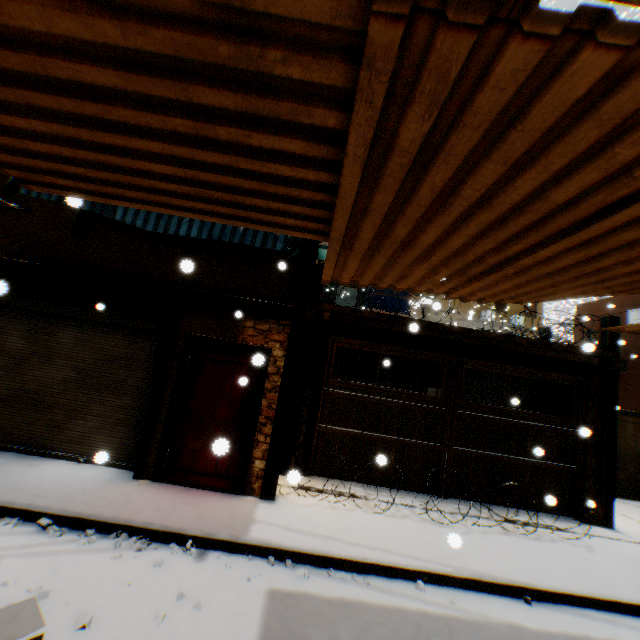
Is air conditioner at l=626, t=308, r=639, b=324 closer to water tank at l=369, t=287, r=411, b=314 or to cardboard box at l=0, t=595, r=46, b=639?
cardboard box at l=0, t=595, r=46, b=639

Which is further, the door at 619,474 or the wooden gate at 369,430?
the door at 619,474

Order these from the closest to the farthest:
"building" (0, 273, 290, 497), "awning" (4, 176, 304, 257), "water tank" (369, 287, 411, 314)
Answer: "awning" (4, 176, 304, 257) < "building" (0, 273, 290, 497) < "water tank" (369, 287, 411, 314)

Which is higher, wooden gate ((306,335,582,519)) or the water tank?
the water tank

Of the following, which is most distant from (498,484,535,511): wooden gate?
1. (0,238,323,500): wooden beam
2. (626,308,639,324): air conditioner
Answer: (626,308,639,324): air conditioner

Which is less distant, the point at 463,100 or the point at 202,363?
the point at 463,100

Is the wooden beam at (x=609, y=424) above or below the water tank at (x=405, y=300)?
below

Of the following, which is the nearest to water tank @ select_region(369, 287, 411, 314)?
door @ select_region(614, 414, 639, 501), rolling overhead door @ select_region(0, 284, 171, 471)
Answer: door @ select_region(614, 414, 639, 501)
